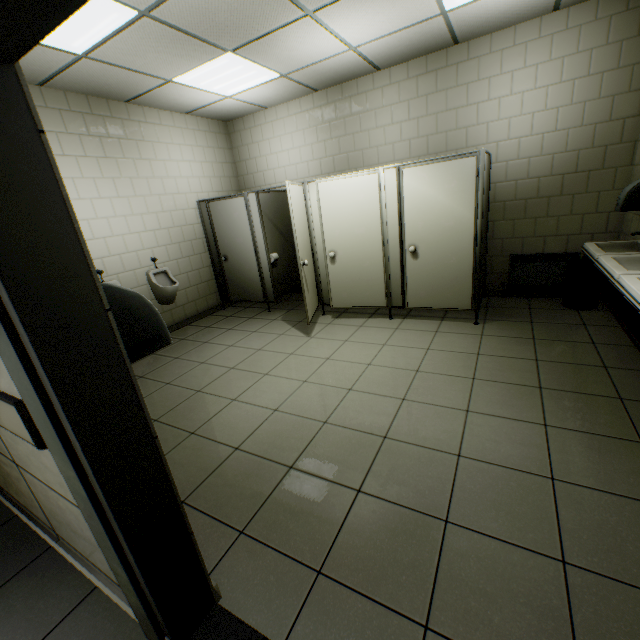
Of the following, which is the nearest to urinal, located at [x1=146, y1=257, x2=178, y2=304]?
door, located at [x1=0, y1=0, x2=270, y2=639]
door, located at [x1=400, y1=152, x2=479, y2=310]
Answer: door, located at [x1=400, y1=152, x2=479, y2=310]

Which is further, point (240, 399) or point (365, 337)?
point (365, 337)

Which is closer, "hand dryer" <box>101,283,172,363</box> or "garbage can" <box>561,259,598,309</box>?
"hand dryer" <box>101,283,172,363</box>

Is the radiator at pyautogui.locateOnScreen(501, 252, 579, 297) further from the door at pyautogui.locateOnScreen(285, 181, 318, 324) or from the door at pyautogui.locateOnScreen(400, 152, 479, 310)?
the door at pyautogui.locateOnScreen(285, 181, 318, 324)

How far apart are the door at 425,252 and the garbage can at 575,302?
1.27m

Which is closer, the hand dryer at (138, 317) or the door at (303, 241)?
the hand dryer at (138, 317)

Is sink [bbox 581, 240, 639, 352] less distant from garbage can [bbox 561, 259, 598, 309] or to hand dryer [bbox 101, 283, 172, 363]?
garbage can [bbox 561, 259, 598, 309]

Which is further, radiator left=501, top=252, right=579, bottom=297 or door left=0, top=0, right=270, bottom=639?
radiator left=501, top=252, right=579, bottom=297
